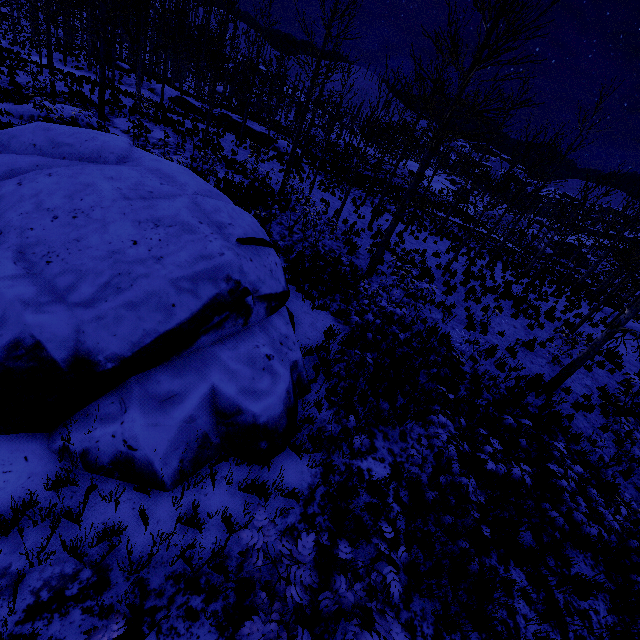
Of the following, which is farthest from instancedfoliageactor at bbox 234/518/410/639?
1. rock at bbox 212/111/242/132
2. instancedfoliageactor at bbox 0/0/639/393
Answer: rock at bbox 212/111/242/132

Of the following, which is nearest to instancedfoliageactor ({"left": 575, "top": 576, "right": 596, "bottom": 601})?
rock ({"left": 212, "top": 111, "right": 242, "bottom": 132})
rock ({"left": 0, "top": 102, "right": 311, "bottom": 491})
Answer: rock ({"left": 0, "top": 102, "right": 311, "bottom": 491})

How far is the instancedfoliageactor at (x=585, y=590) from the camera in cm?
533

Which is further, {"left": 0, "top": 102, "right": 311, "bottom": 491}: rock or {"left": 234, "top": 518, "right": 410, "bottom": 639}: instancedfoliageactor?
{"left": 0, "top": 102, "right": 311, "bottom": 491}: rock

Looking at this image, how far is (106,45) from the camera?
53.31m

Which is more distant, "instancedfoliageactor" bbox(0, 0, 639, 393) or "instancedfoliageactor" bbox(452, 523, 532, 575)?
"instancedfoliageactor" bbox(0, 0, 639, 393)

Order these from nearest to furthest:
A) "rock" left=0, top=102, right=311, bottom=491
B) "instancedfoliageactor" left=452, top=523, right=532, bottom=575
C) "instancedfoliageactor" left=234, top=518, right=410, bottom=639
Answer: "instancedfoliageactor" left=234, top=518, right=410, bottom=639 < "rock" left=0, top=102, right=311, bottom=491 < "instancedfoliageactor" left=452, top=523, right=532, bottom=575

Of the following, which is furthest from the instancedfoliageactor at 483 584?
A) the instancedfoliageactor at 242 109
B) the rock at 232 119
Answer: the rock at 232 119
